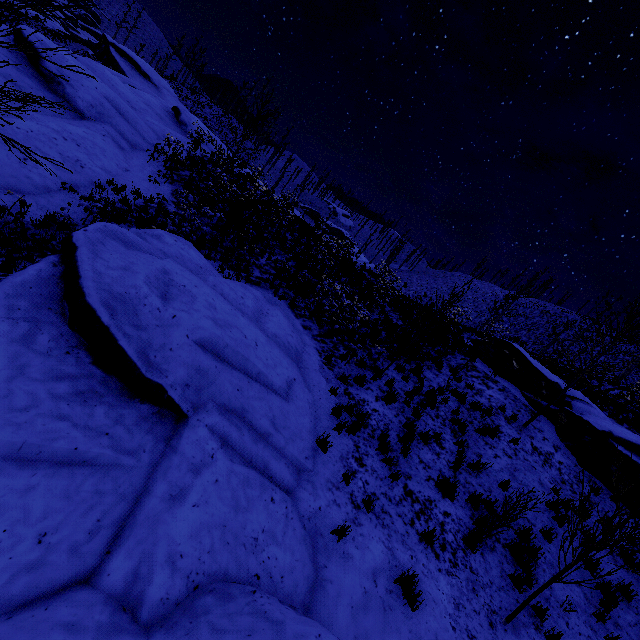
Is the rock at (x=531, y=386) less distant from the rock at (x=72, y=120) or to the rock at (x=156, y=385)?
the rock at (x=156, y=385)

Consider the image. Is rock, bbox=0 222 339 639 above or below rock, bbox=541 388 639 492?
below

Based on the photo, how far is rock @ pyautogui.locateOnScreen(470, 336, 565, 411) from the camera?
13.5m

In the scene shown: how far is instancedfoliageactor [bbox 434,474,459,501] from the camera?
7.6m

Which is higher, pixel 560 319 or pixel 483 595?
pixel 560 319

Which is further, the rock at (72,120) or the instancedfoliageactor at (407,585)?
the rock at (72,120)

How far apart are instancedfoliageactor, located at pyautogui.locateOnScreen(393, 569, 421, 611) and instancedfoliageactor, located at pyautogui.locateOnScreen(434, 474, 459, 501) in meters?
2.5 m

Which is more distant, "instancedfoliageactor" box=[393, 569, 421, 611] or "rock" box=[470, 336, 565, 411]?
"rock" box=[470, 336, 565, 411]
